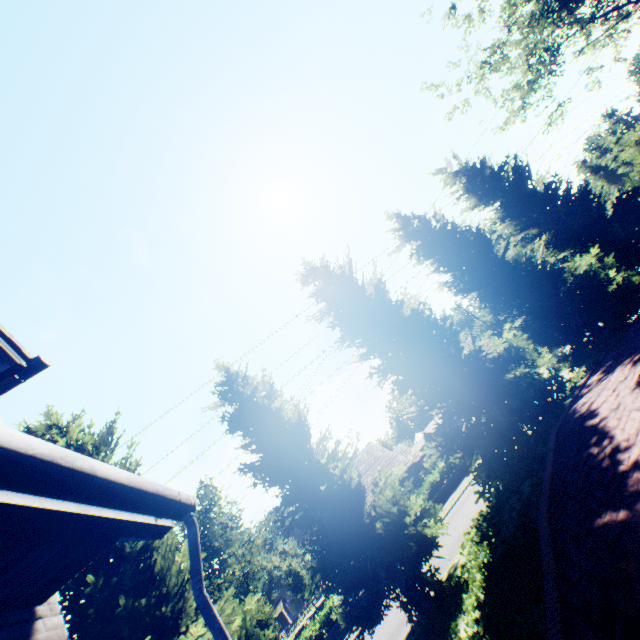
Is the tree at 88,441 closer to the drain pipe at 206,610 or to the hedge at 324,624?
the drain pipe at 206,610

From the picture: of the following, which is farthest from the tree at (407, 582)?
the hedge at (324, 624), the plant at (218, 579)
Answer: the hedge at (324, 624)

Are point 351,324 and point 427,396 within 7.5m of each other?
yes

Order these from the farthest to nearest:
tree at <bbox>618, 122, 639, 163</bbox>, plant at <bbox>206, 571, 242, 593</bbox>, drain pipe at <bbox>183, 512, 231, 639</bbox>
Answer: plant at <bbox>206, 571, 242, 593</bbox> < tree at <bbox>618, 122, 639, 163</bbox> < drain pipe at <bbox>183, 512, 231, 639</bbox>

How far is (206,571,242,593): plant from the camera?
56.47m

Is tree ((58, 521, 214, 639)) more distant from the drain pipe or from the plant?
the drain pipe

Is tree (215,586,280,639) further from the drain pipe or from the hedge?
the hedge

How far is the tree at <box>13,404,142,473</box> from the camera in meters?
9.5 m
